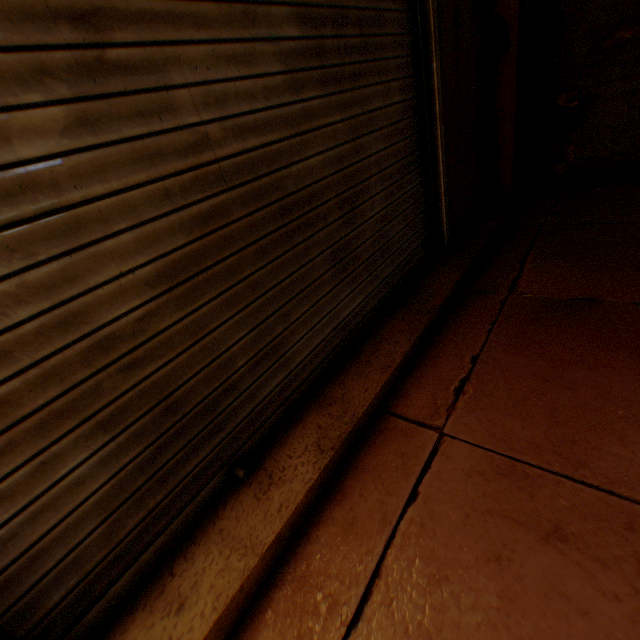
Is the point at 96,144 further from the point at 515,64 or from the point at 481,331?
the point at 515,64

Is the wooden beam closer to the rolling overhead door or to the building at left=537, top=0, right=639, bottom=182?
the building at left=537, top=0, right=639, bottom=182

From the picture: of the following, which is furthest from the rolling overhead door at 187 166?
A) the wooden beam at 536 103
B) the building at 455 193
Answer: the wooden beam at 536 103

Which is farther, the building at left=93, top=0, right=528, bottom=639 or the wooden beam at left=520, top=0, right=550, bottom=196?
the wooden beam at left=520, top=0, right=550, bottom=196

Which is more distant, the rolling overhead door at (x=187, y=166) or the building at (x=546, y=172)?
the building at (x=546, y=172)

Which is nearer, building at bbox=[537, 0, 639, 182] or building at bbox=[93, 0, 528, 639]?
building at bbox=[93, 0, 528, 639]

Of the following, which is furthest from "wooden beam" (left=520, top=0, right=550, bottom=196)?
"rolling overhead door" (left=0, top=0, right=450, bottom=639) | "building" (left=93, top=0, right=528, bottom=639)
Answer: "rolling overhead door" (left=0, top=0, right=450, bottom=639)
